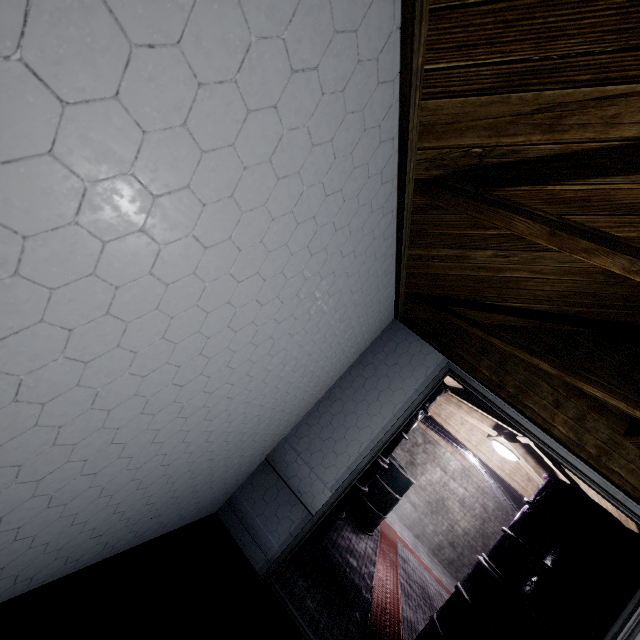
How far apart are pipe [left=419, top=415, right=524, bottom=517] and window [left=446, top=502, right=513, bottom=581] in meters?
1.6 m

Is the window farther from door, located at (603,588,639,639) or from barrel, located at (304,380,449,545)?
door, located at (603,588,639,639)

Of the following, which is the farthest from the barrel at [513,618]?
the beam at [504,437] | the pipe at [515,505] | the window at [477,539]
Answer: the window at [477,539]

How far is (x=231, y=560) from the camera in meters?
2.1 m

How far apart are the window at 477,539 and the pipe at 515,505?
1.57m

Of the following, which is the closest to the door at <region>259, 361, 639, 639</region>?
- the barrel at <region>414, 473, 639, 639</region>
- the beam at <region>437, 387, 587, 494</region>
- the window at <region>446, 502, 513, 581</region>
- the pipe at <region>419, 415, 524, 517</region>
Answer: the beam at <region>437, 387, 587, 494</region>

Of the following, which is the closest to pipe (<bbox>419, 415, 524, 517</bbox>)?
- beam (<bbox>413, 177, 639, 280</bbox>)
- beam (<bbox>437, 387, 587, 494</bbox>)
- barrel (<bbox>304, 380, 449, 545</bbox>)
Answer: barrel (<bbox>304, 380, 449, 545</bbox>)

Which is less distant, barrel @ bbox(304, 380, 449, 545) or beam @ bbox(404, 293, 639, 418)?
beam @ bbox(404, 293, 639, 418)
